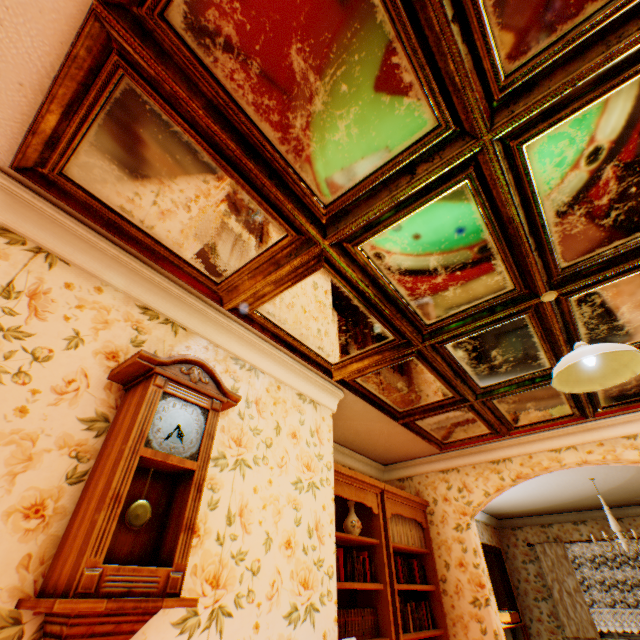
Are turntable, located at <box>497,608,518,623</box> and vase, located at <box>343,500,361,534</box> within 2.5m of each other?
no

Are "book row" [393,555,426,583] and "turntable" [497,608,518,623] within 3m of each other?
no

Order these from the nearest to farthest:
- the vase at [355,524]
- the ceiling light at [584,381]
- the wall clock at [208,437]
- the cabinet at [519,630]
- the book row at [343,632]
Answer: the wall clock at [208,437] → the ceiling light at [584,381] → the book row at [343,632] → the vase at [355,524] → the cabinet at [519,630]

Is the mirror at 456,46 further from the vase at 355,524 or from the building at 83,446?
the vase at 355,524

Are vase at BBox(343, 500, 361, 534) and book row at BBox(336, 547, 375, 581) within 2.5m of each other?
yes

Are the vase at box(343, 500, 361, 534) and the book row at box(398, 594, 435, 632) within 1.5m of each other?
yes

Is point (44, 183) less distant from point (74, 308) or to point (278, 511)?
point (74, 308)

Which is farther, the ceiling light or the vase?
the vase
